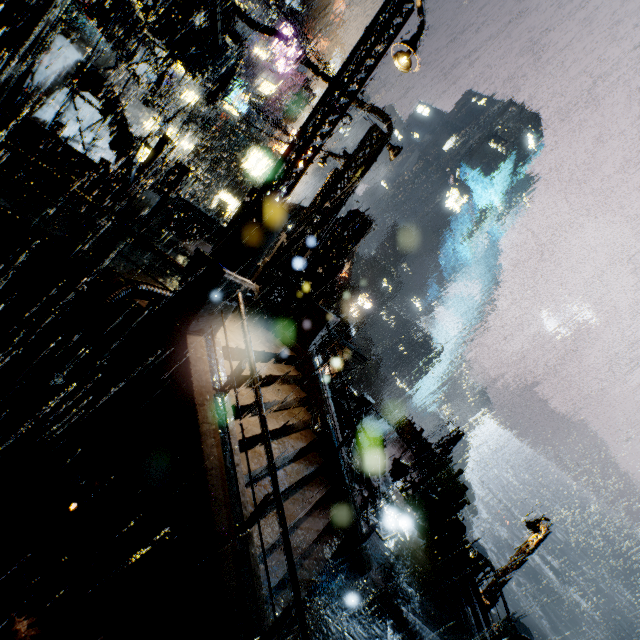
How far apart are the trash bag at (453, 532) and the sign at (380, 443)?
1.66m

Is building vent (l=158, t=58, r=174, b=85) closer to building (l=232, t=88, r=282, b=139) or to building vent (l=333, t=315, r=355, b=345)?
building (l=232, t=88, r=282, b=139)

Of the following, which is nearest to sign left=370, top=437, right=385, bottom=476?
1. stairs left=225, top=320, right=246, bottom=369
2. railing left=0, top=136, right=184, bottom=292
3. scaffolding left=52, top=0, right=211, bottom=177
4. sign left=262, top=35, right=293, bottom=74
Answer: stairs left=225, top=320, right=246, bottom=369

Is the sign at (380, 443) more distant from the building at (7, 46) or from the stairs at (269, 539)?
the stairs at (269, 539)

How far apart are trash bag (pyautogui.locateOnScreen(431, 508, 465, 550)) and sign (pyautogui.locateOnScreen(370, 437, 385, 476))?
1.66m

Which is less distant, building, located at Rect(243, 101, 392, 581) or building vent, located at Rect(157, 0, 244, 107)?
building, located at Rect(243, 101, 392, 581)

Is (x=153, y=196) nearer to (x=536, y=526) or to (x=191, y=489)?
(x=191, y=489)
